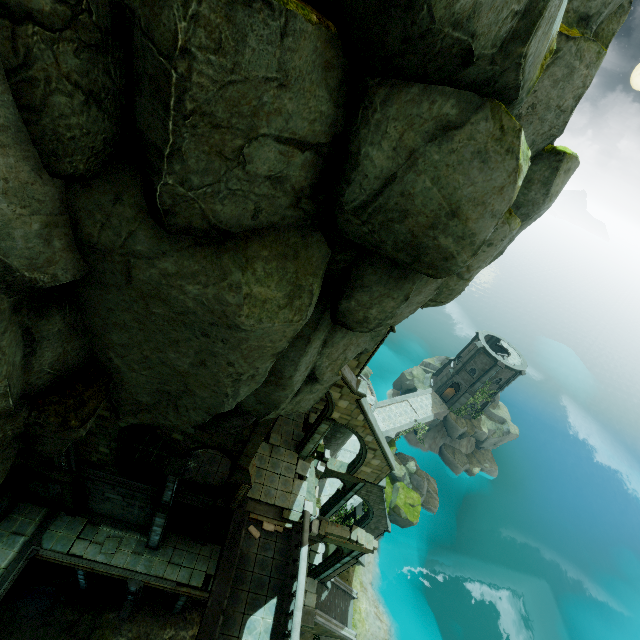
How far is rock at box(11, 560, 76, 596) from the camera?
19.47m

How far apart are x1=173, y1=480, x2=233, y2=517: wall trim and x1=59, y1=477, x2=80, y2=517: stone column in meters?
5.3

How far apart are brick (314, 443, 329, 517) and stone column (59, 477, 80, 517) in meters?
13.5 m

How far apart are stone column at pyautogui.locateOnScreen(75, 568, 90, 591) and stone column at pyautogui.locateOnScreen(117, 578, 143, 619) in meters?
2.2

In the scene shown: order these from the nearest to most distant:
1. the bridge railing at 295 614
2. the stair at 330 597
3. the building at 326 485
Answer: the bridge railing at 295 614 → the stair at 330 597 → the building at 326 485

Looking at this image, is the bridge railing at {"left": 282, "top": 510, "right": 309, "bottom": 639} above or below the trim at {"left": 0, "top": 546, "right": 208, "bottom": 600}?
above

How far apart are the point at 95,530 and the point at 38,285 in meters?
24.0

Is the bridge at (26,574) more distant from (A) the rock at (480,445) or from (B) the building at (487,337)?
(B) the building at (487,337)
